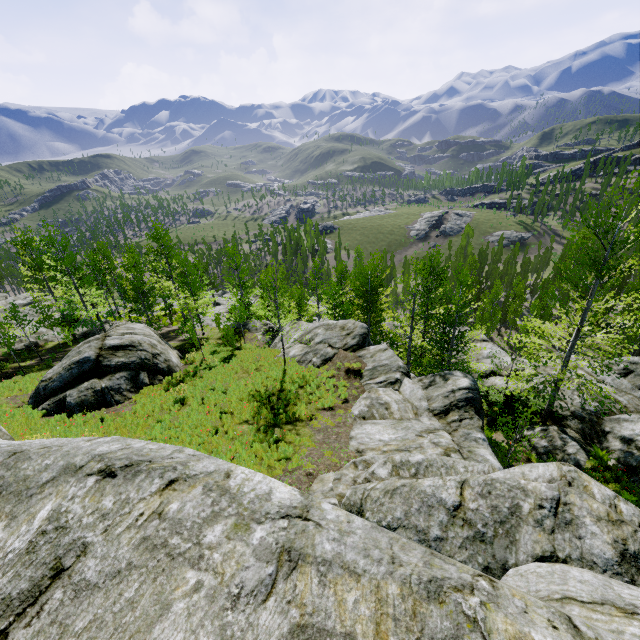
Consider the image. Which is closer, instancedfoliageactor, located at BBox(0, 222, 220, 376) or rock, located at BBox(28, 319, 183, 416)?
rock, located at BBox(28, 319, 183, 416)

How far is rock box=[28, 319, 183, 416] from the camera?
15.3m

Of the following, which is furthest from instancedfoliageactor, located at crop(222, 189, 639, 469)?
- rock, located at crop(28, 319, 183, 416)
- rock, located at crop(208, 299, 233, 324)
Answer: rock, located at crop(28, 319, 183, 416)

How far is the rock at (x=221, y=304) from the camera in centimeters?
3662cm

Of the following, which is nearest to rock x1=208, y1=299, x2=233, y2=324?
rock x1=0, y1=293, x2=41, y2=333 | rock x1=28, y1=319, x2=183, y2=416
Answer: rock x1=28, y1=319, x2=183, y2=416

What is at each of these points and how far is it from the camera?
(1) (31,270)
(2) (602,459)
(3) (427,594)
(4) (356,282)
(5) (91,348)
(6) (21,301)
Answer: (1) instancedfoliageactor, 27.2 meters
(2) instancedfoliageactor, 13.9 meters
(3) rock, 1.4 meters
(4) instancedfoliageactor, 23.8 meters
(5) rock, 17.2 meters
(6) rock, 41.4 meters

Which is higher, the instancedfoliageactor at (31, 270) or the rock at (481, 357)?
the rock at (481, 357)

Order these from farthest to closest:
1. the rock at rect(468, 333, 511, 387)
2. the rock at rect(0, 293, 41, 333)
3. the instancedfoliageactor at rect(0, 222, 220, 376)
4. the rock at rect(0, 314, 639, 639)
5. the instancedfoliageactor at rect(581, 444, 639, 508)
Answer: the rock at rect(0, 293, 41, 333), the instancedfoliageactor at rect(0, 222, 220, 376), the rock at rect(468, 333, 511, 387), the instancedfoliageactor at rect(581, 444, 639, 508), the rock at rect(0, 314, 639, 639)
